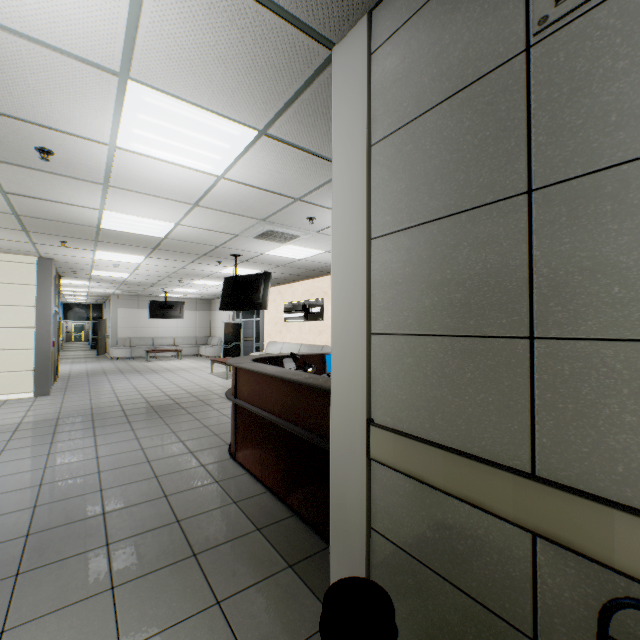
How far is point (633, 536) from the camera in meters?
0.8 m

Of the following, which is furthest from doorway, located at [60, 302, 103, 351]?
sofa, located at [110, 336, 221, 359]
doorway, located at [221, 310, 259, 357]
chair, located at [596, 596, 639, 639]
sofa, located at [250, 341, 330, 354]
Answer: chair, located at [596, 596, 639, 639]

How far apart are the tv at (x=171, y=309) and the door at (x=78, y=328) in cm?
2692

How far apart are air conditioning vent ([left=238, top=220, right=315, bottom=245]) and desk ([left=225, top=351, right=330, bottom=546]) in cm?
201

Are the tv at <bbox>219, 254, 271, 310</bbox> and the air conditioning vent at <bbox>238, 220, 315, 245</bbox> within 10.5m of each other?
yes

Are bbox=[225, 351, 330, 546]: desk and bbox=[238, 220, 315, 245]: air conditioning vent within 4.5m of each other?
yes

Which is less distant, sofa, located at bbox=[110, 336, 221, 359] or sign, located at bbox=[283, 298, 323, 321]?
sign, located at bbox=[283, 298, 323, 321]

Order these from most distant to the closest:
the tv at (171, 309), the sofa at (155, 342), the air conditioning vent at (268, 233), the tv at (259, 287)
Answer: the sofa at (155, 342) → the tv at (171, 309) → the tv at (259, 287) → the air conditioning vent at (268, 233)
